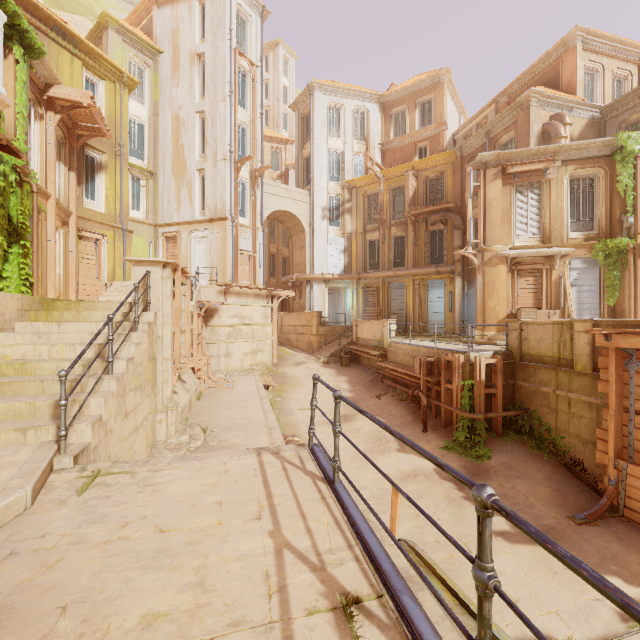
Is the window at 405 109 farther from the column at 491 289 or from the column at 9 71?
the column at 9 71

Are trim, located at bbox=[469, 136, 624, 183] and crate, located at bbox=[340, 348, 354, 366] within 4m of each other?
no

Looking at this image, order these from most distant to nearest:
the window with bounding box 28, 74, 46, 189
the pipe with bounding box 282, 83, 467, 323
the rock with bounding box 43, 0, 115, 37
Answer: the rock with bounding box 43, 0, 115, 37
the pipe with bounding box 282, 83, 467, 323
the window with bounding box 28, 74, 46, 189

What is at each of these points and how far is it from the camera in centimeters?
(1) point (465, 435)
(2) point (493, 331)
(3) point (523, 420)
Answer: (1) plant, 1072cm
(2) column, 1550cm
(3) plant, 1070cm

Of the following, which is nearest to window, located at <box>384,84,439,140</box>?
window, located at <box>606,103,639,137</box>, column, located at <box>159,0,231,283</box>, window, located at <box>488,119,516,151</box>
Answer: window, located at <box>488,119,516,151</box>

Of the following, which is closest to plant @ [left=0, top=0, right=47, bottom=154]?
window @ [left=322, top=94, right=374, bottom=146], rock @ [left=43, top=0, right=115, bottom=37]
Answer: window @ [left=322, top=94, right=374, bottom=146]

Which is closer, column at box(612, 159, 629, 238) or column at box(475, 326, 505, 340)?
column at box(612, 159, 629, 238)

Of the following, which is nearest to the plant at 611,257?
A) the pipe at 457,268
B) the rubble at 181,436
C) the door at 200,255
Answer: the rubble at 181,436
